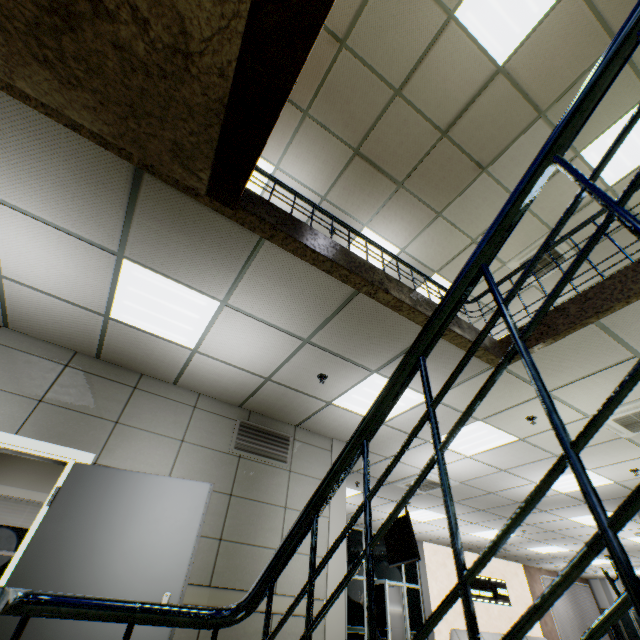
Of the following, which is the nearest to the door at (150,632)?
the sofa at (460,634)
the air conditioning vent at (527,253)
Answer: the air conditioning vent at (527,253)

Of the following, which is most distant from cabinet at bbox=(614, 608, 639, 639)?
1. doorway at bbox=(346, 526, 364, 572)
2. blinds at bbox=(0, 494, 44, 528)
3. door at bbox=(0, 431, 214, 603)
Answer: blinds at bbox=(0, 494, 44, 528)

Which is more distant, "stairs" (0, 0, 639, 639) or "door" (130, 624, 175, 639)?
"door" (130, 624, 175, 639)

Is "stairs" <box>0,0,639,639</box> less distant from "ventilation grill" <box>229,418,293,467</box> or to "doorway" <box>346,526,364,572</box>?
"ventilation grill" <box>229,418,293,467</box>

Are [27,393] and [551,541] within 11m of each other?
no

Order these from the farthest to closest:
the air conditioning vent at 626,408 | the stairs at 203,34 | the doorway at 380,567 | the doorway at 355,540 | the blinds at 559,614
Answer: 1. the blinds at 559,614
2. the doorway at 355,540
3. the doorway at 380,567
4. the air conditioning vent at 626,408
5. the stairs at 203,34

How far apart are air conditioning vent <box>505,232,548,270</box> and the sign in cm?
1073

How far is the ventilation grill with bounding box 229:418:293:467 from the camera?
4.59m
